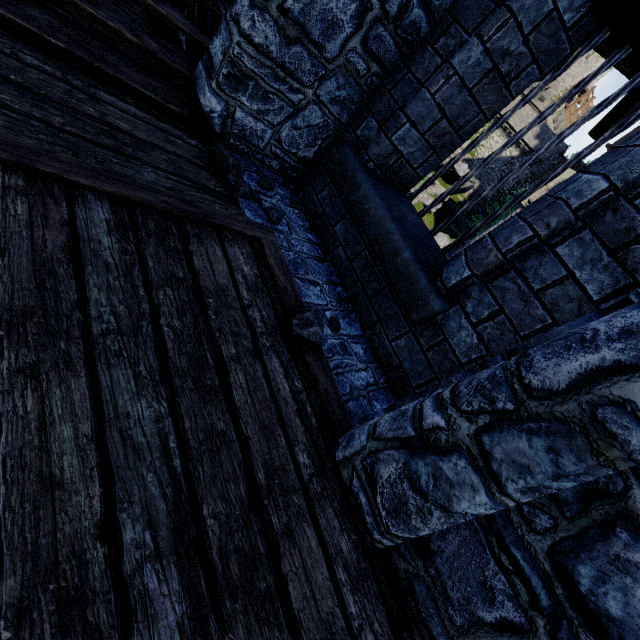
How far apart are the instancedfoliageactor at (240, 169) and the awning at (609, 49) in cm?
410

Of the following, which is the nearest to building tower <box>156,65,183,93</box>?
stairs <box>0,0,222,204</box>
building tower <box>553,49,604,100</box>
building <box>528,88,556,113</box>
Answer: stairs <box>0,0,222,204</box>

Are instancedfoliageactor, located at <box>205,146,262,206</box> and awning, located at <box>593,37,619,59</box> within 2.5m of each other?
no

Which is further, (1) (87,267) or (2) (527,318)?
(2) (527,318)

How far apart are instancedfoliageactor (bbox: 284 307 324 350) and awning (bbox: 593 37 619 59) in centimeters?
407cm

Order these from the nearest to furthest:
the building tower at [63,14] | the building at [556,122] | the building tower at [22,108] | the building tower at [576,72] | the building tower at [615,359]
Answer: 1. the building tower at [615,359]
2. the building tower at [22,108]
3. the building tower at [63,14]
4. the building tower at [576,72]
5. the building at [556,122]

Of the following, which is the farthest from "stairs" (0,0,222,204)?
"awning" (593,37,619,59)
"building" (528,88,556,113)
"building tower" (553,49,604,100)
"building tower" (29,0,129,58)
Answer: "building tower" (553,49,604,100)

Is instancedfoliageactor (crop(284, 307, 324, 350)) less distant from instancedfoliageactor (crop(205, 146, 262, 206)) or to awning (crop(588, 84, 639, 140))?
instancedfoliageactor (crop(205, 146, 262, 206))
